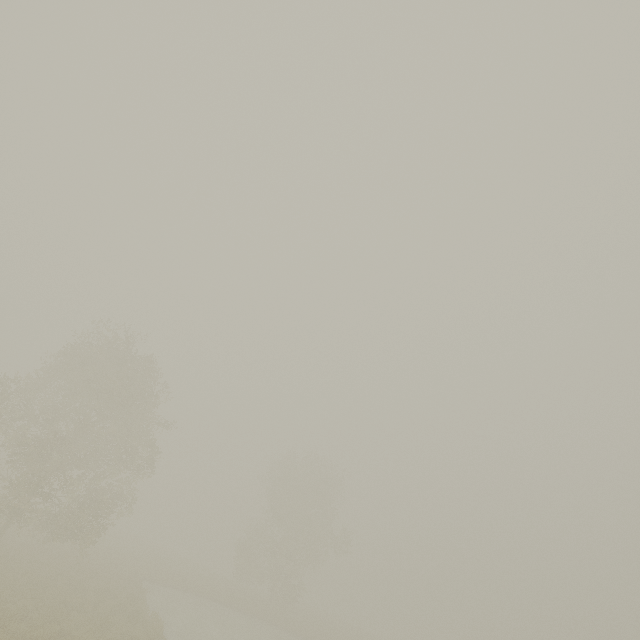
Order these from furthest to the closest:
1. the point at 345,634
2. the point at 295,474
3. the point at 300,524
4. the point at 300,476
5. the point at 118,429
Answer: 1. the point at 300,524
2. the point at 300,476
3. the point at 295,474
4. the point at 345,634
5. the point at 118,429
